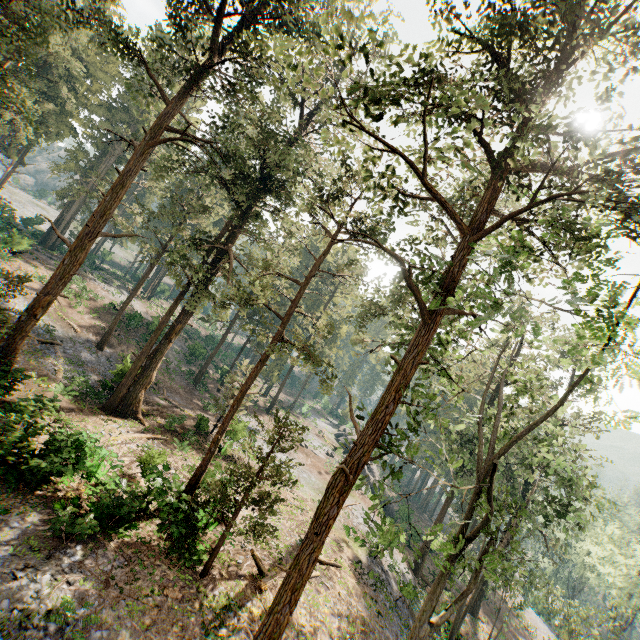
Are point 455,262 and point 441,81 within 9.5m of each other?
yes
